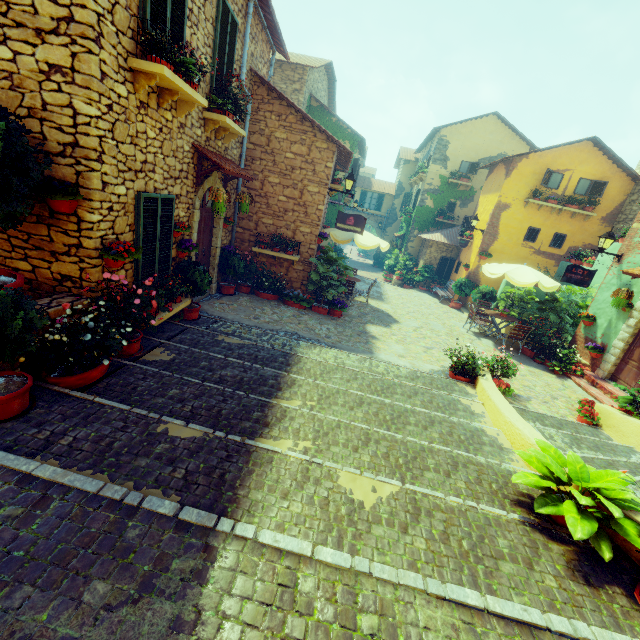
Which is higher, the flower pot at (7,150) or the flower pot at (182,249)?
the flower pot at (7,150)

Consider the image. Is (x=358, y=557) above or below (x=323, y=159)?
below

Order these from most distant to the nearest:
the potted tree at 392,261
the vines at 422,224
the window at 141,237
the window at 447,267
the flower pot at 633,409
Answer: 1. the potted tree at 392,261
2. the vines at 422,224
3. the window at 447,267
4. the flower pot at 633,409
5. the window at 141,237

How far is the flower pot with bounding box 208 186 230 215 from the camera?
6.8m

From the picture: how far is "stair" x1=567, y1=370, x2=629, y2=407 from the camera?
8.4m

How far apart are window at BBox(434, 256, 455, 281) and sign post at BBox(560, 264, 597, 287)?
9.95m

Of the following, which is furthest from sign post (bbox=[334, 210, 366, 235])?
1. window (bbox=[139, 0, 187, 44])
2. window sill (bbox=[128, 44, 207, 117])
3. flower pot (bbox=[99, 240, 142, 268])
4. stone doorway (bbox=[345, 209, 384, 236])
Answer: stone doorway (bbox=[345, 209, 384, 236])

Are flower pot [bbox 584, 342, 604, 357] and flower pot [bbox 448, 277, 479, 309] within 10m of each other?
yes
